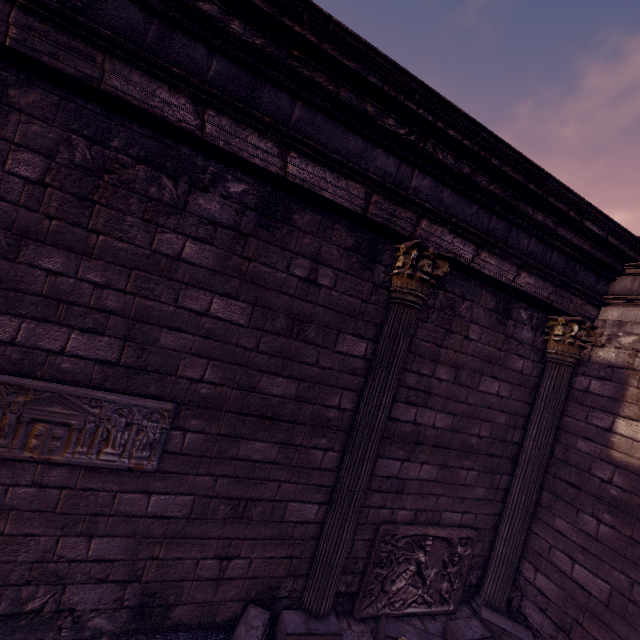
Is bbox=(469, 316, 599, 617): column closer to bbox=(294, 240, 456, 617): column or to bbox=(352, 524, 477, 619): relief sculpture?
bbox=(352, 524, 477, 619): relief sculpture

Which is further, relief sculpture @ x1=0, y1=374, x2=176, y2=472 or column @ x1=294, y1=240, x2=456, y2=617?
column @ x1=294, y1=240, x2=456, y2=617

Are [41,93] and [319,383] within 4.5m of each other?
yes

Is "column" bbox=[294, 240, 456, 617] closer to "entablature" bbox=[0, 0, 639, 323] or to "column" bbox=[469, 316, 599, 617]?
"entablature" bbox=[0, 0, 639, 323]

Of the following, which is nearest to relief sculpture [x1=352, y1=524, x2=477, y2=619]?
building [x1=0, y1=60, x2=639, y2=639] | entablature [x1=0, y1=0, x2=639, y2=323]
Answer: building [x1=0, y1=60, x2=639, y2=639]

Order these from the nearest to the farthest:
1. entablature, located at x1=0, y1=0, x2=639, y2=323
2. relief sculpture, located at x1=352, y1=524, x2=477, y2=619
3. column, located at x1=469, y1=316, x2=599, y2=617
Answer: entablature, located at x1=0, y1=0, x2=639, y2=323 → relief sculpture, located at x1=352, y1=524, x2=477, y2=619 → column, located at x1=469, y1=316, x2=599, y2=617

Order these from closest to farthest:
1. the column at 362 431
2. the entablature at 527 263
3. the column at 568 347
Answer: the entablature at 527 263 < the column at 362 431 < the column at 568 347

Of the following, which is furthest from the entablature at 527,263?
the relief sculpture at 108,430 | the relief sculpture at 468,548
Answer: the relief sculpture at 468,548
